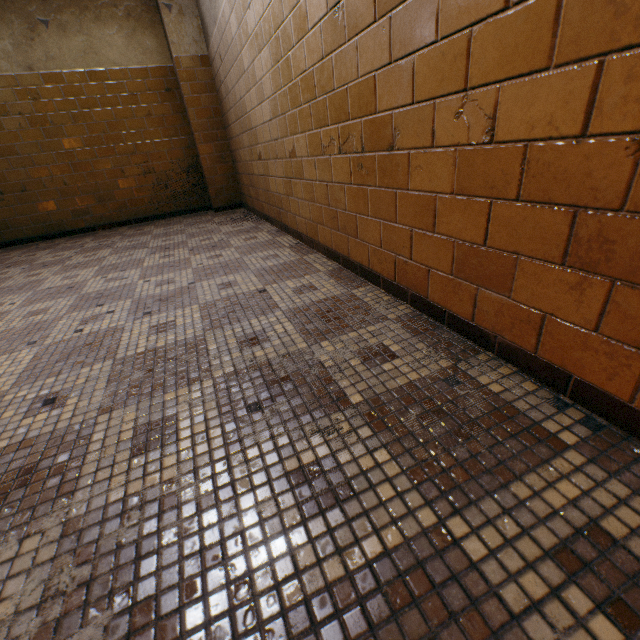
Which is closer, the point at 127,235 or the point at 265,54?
the point at 265,54
